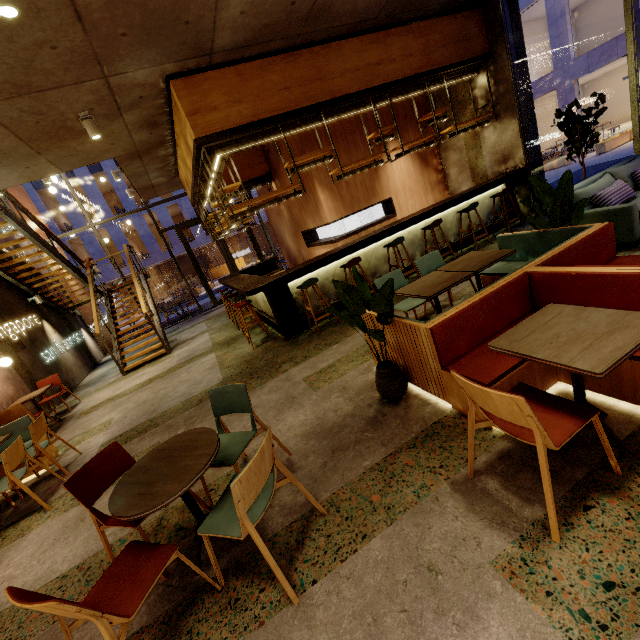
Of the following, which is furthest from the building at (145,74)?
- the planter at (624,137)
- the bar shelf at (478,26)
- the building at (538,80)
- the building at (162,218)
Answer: the building at (162,218)

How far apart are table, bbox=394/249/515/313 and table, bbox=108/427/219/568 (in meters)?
2.44

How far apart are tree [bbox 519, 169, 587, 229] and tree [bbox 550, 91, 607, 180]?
2.93m

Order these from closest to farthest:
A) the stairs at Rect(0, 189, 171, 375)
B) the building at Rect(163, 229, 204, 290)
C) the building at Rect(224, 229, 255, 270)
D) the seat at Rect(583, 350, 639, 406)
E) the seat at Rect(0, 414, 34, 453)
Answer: the seat at Rect(583, 350, 639, 406)
the seat at Rect(0, 414, 34, 453)
the stairs at Rect(0, 189, 171, 375)
the building at Rect(163, 229, 204, 290)
the building at Rect(224, 229, 255, 270)

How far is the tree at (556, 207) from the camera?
3.6 meters

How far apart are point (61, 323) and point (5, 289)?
2.3 meters

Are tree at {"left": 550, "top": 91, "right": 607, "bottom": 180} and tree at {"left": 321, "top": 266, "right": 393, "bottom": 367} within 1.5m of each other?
no

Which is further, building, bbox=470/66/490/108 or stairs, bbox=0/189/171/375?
stairs, bbox=0/189/171/375
